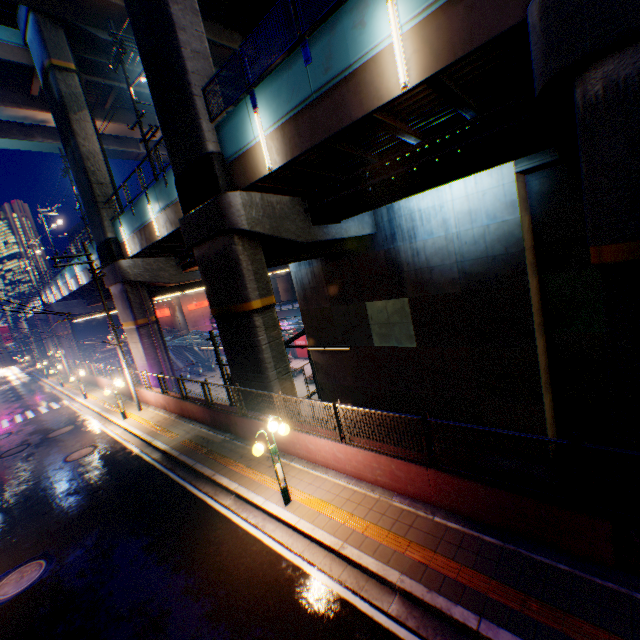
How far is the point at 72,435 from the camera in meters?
18.1 m

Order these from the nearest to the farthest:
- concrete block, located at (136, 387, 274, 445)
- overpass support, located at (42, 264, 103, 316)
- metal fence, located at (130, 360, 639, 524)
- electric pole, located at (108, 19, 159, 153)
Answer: metal fence, located at (130, 360, 639, 524) → concrete block, located at (136, 387, 274, 445) → electric pole, located at (108, 19, 159, 153) → overpass support, located at (42, 264, 103, 316)

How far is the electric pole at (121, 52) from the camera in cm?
1627

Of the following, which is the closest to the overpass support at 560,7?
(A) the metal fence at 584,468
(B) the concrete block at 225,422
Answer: (A) the metal fence at 584,468

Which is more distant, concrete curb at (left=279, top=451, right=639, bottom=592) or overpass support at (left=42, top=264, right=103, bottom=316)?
overpass support at (left=42, top=264, right=103, bottom=316)

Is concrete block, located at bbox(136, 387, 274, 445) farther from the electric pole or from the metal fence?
the electric pole

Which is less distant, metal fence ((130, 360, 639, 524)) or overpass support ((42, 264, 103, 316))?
metal fence ((130, 360, 639, 524))

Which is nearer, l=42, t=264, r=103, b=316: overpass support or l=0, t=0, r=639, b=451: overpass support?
l=0, t=0, r=639, b=451: overpass support
